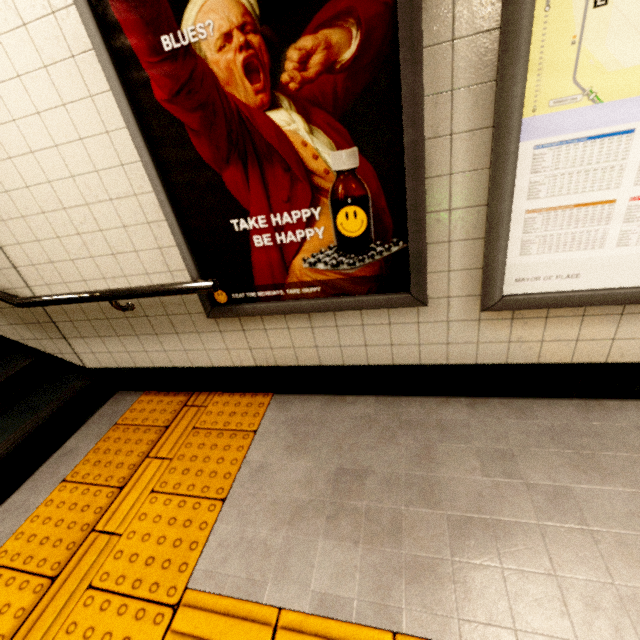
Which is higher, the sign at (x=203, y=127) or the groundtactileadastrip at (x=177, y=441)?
the sign at (x=203, y=127)

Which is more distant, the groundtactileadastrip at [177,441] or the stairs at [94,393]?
the stairs at [94,393]

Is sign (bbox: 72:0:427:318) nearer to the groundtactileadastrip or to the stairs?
the groundtactileadastrip

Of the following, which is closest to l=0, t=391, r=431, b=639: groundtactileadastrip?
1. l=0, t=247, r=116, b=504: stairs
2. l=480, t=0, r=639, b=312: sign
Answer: l=0, t=247, r=116, b=504: stairs

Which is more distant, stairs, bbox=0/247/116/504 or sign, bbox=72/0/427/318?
stairs, bbox=0/247/116/504

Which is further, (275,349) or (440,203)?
(275,349)

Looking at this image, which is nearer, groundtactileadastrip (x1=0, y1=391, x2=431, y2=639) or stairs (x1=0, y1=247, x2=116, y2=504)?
groundtactileadastrip (x1=0, y1=391, x2=431, y2=639)

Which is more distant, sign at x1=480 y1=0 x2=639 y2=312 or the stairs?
the stairs
